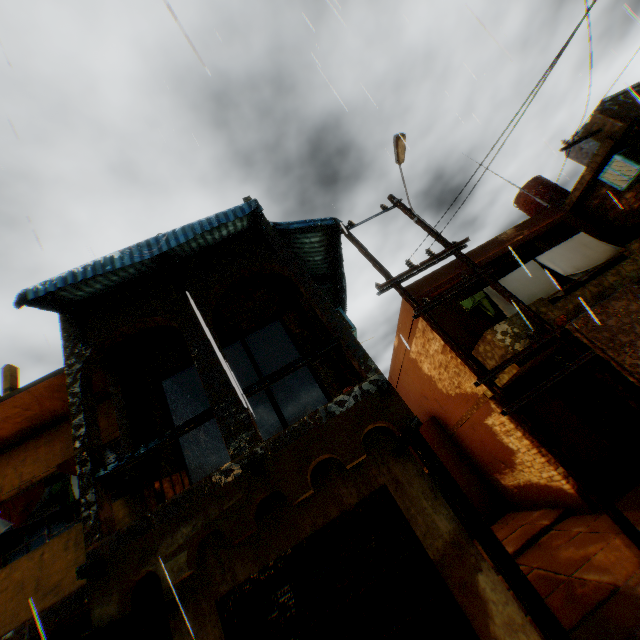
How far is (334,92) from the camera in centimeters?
495cm

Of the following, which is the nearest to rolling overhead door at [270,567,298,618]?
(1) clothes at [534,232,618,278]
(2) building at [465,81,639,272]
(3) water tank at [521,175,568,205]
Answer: (2) building at [465,81,639,272]

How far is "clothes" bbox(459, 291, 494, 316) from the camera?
9.36m

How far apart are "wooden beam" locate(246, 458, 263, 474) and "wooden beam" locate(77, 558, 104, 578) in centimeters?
216cm

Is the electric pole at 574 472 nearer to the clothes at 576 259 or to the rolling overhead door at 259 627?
the clothes at 576 259

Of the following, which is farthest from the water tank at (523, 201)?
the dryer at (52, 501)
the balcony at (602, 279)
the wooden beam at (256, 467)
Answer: the dryer at (52, 501)

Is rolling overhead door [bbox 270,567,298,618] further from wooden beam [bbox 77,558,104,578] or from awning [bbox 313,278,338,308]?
wooden beam [bbox 77,558,104,578]

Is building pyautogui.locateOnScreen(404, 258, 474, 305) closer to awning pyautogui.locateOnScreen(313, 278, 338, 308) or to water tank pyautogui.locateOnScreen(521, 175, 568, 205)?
awning pyautogui.locateOnScreen(313, 278, 338, 308)
